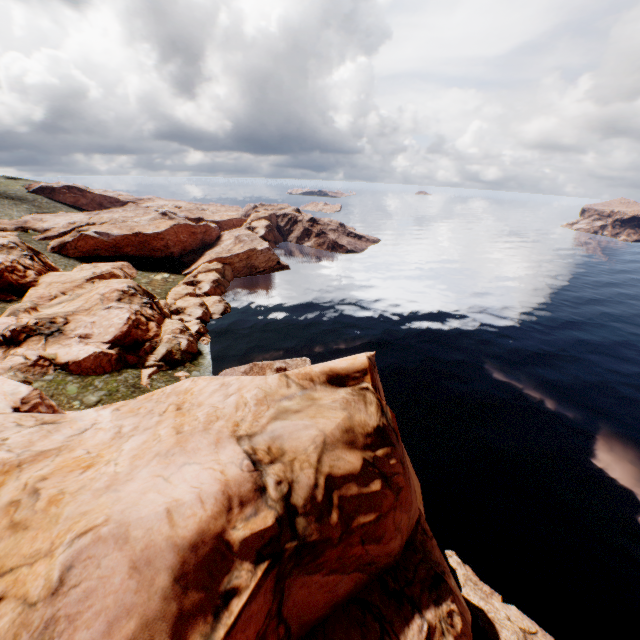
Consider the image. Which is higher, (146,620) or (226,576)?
(146,620)
